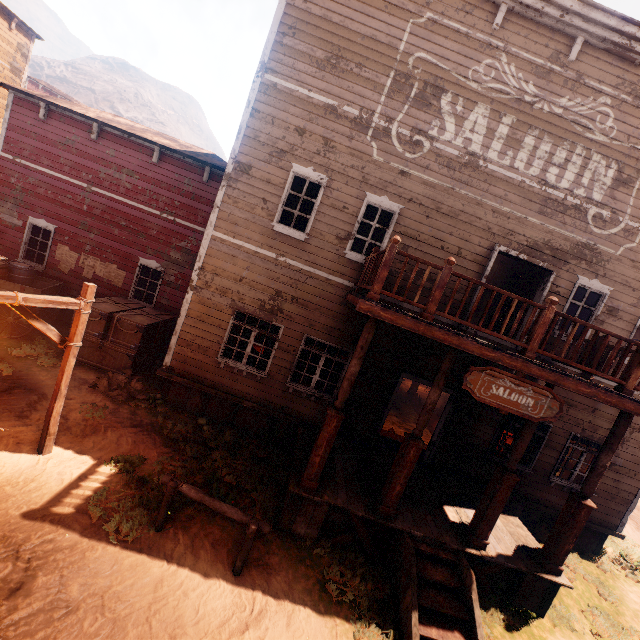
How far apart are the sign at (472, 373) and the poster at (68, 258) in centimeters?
1278cm

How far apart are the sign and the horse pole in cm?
Answer: 393

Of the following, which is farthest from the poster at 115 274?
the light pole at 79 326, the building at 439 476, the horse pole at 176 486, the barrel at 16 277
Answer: the horse pole at 176 486

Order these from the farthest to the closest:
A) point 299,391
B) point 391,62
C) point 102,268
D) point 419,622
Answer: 1. point 102,268
2. point 299,391
3. point 391,62
4. point 419,622

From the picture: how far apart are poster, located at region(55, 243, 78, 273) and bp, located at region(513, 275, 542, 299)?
14.3m

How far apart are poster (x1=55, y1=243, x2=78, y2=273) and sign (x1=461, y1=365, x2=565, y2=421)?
12.78m

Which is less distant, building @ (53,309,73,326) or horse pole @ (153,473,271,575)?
horse pole @ (153,473,271,575)

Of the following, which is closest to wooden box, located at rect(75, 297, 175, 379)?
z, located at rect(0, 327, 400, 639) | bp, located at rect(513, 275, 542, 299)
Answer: z, located at rect(0, 327, 400, 639)
